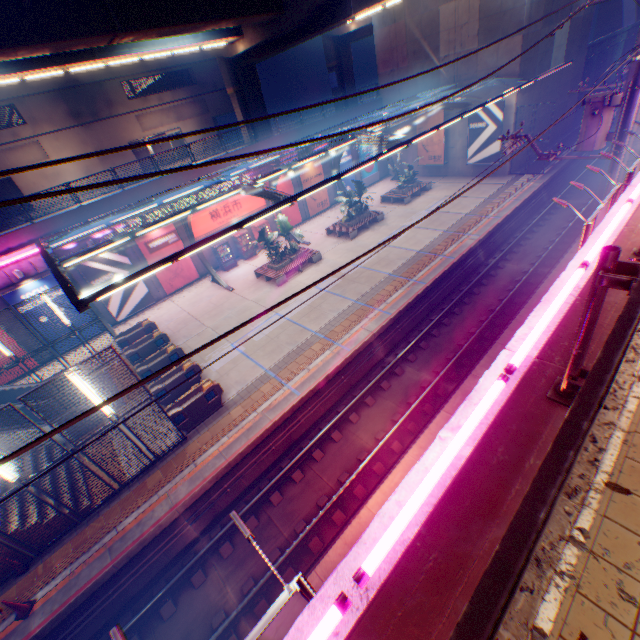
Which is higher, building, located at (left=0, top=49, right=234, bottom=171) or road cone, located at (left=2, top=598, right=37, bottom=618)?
building, located at (left=0, top=49, right=234, bottom=171)

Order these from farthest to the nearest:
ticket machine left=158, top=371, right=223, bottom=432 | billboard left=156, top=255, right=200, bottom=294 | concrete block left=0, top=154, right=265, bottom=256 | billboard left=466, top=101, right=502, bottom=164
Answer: billboard left=466, top=101, right=502, bottom=164, billboard left=156, top=255, right=200, bottom=294, concrete block left=0, top=154, right=265, bottom=256, ticket machine left=158, top=371, right=223, bottom=432

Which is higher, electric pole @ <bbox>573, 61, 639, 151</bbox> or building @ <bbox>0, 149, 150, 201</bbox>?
building @ <bbox>0, 149, 150, 201</bbox>

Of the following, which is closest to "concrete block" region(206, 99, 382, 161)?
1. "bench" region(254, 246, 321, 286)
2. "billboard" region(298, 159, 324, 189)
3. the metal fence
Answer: the metal fence

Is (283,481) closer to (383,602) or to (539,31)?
(383,602)

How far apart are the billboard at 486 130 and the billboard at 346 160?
9.8 meters

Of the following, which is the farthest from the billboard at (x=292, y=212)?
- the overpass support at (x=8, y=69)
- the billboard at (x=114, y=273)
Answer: the billboard at (x=114, y=273)

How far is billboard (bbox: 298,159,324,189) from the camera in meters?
27.1 m
